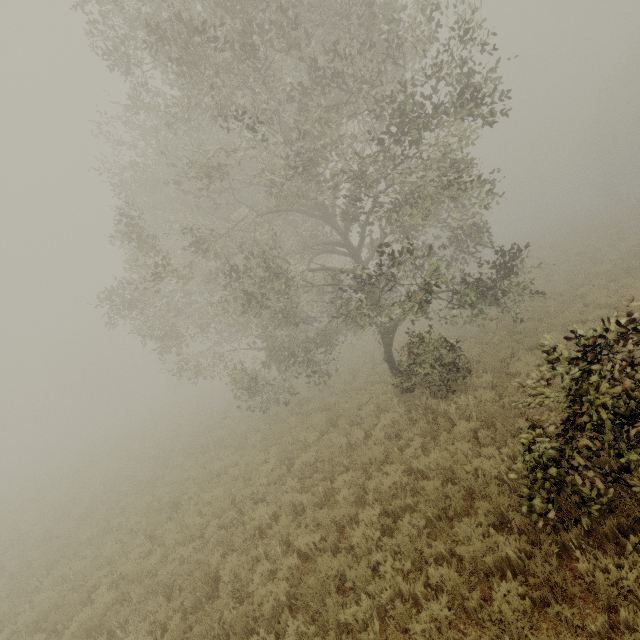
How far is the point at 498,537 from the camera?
5.3m
